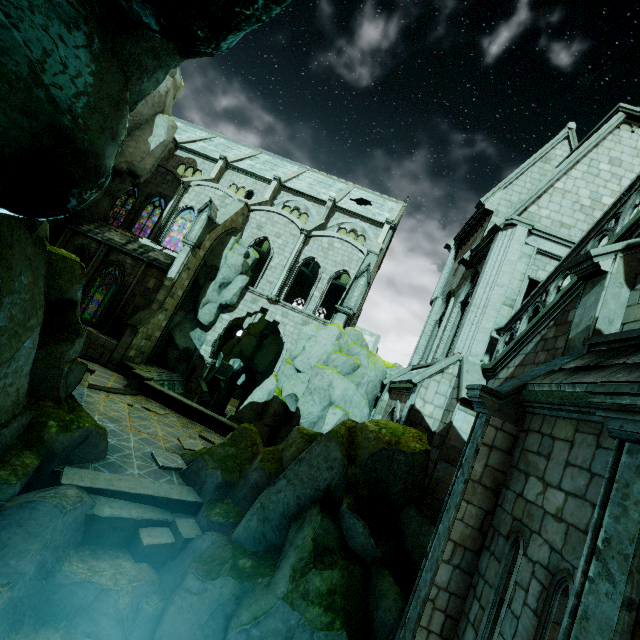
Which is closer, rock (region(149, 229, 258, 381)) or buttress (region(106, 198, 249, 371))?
buttress (region(106, 198, 249, 371))

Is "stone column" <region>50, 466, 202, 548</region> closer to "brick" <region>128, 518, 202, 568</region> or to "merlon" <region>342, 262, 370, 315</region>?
"brick" <region>128, 518, 202, 568</region>

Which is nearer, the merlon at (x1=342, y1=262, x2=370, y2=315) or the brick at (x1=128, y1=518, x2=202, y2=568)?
the brick at (x1=128, y1=518, x2=202, y2=568)

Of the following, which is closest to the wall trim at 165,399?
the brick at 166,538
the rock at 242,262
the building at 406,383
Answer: the rock at 242,262

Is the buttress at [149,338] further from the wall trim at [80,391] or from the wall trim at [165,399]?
the wall trim at [80,391]

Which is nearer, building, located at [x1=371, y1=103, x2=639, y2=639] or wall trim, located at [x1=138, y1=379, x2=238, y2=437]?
building, located at [x1=371, y1=103, x2=639, y2=639]

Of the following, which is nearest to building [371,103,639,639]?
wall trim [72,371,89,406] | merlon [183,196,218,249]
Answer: merlon [183,196,218,249]

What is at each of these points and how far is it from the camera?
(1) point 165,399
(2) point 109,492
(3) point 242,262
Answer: (1) wall trim, 17.7m
(2) stone column, 8.2m
(3) rock, 25.5m
